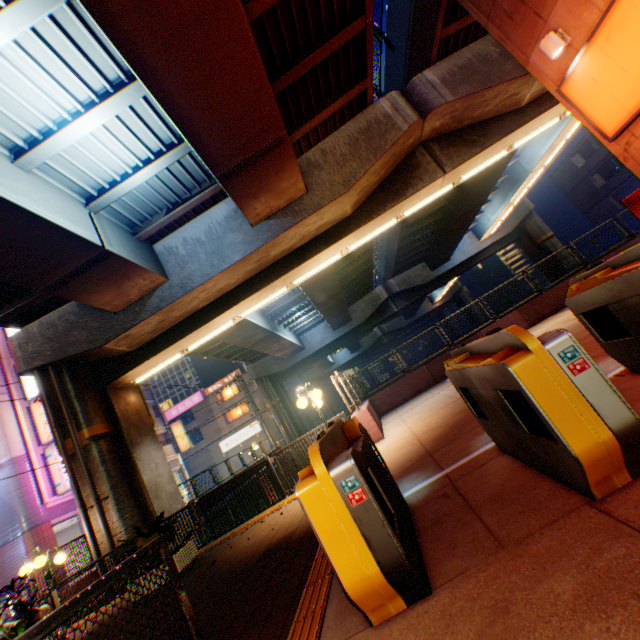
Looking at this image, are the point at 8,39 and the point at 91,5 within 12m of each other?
yes

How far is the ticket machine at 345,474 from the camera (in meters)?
2.14

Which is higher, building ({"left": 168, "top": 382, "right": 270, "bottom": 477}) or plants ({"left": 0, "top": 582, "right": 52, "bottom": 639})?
building ({"left": 168, "top": 382, "right": 270, "bottom": 477})

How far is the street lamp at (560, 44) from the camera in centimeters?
637cm

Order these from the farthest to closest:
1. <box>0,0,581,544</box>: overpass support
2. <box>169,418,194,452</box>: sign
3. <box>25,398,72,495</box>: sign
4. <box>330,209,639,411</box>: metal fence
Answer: <box>169,418,194,452</box>: sign → <box>25,398,72,495</box>: sign → <box>330,209,639,411</box>: metal fence → <box>0,0,581,544</box>: overpass support

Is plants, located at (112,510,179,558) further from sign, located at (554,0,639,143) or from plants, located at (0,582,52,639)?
sign, located at (554,0,639,143)

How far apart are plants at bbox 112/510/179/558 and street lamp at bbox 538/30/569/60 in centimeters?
1273cm

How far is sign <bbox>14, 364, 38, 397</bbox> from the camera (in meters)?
22.73
